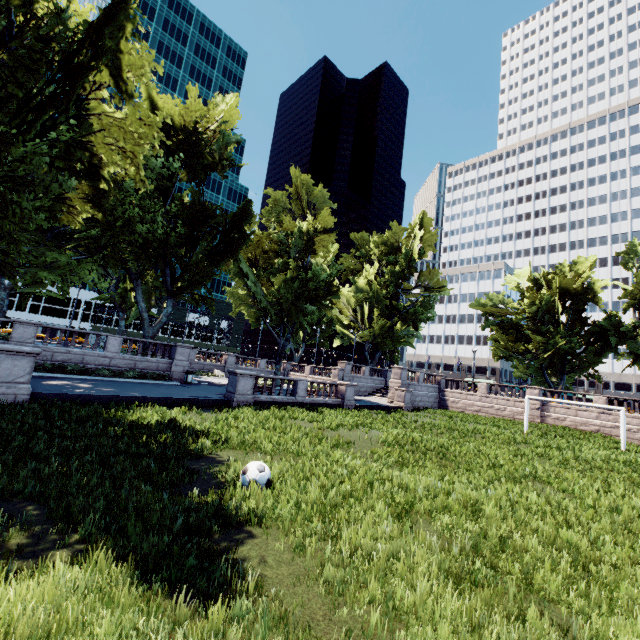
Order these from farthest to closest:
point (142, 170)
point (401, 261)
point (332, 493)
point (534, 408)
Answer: point (401, 261) → point (534, 408) → point (142, 170) → point (332, 493)

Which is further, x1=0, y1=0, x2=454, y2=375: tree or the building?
the building

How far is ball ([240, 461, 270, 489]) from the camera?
7.0 meters

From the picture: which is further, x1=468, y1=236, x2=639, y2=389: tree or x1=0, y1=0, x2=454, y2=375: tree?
x1=468, y1=236, x2=639, y2=389: tree

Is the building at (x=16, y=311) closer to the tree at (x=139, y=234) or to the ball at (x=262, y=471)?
the tree at (x=139, y=234)

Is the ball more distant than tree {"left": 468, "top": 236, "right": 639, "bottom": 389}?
No

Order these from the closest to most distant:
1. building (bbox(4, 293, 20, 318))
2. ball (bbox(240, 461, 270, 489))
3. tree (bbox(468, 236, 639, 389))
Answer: ball (bbox(240, 461, 270, 489)), tree (bbox(468, 236, 639, 389)), building (bbox(4, 293, 20, 318))
